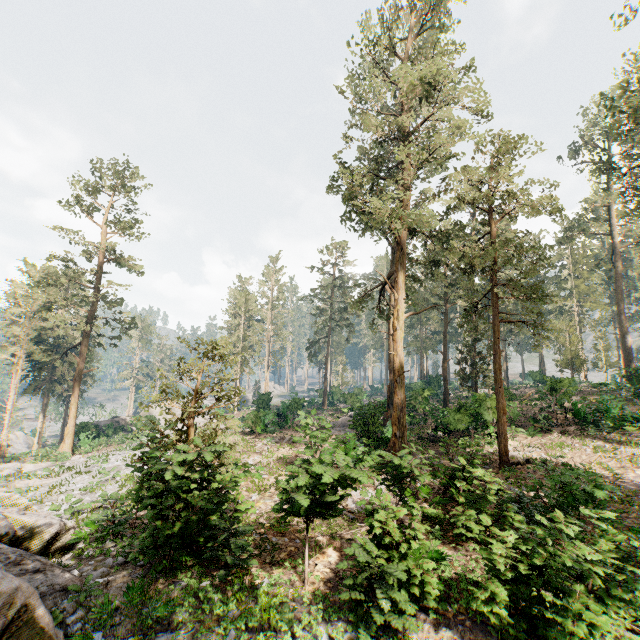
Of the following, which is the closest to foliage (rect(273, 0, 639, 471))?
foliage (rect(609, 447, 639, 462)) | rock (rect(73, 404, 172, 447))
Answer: rock (rect(73, 404, 172, 447))

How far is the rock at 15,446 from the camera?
51.7m

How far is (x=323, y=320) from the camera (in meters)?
47.34

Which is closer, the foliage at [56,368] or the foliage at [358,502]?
the foliage at [358,502]

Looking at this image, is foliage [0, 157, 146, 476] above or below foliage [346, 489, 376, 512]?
above

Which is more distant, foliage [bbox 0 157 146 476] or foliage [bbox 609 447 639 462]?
foliage [bbox 0 157 146 476]

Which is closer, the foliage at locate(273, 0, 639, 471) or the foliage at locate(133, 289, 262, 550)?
the foliage at locate(133, 289, 262, 550)

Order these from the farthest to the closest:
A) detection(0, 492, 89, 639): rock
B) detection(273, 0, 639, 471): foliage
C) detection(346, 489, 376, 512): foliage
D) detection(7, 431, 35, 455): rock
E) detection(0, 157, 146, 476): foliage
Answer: detection(7, 431, 35, 455): rock
detection(0, 157, 146, 476): foliage
detection(273, 0, 639, 471): foliage
detection(346, 489, 376, 512): foliage
detection(0, 492, 89, 639): rock
